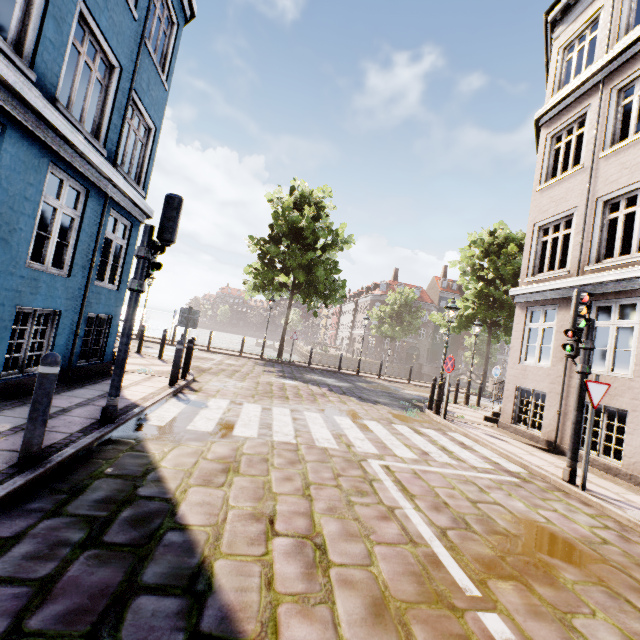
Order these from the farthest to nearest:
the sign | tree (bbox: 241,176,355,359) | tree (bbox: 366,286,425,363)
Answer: tree (bbox: 366,286,425,363) < tree (bbox: 241,176,355,359) < the sign

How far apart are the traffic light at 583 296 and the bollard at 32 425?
7.7m

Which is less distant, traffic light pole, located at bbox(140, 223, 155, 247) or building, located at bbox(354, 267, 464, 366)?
traffic light pole, located at bbox(140, 223, 155, 247)

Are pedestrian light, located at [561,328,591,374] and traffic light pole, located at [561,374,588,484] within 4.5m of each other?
yes

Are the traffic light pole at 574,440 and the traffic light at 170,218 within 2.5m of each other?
no

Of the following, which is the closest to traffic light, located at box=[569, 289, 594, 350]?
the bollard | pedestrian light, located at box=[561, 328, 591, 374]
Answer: pedestrian light, located at box=[561, 328, 591, 374]

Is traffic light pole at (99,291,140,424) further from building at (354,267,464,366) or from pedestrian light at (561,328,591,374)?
building at (354,267,464,366)

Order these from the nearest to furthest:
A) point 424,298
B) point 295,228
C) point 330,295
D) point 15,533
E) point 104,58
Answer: point 15,533
point 104,58
point 295,228
point 330,295
point 424,298
